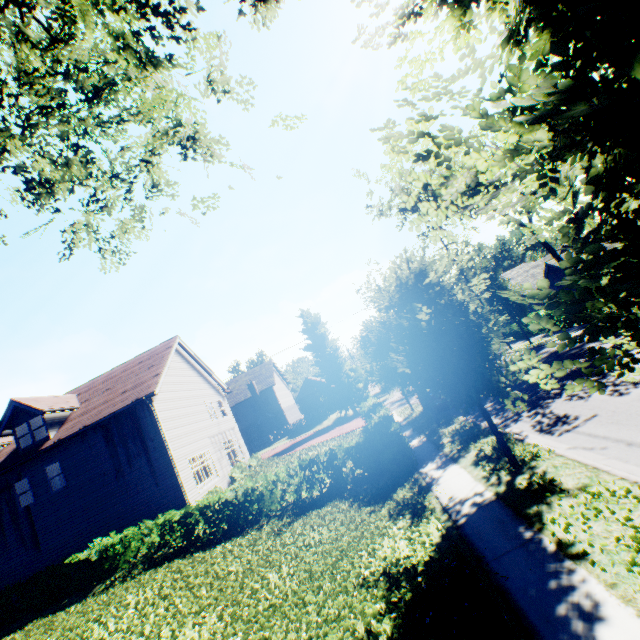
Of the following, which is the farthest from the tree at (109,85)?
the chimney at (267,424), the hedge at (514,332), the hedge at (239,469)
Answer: the hedge at (239,469)

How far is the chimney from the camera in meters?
44.0 m

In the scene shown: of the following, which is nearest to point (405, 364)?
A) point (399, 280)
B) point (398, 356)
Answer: point (398, 356)

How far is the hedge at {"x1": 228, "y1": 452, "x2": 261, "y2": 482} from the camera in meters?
22.0

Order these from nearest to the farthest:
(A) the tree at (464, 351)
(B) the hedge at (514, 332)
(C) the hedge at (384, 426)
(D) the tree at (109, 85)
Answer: (A) the tree at (464, 351) < (D) the tree at (109, 85) < (C) the hedge at (384, 426) < (B) the hedge at (514, 332)

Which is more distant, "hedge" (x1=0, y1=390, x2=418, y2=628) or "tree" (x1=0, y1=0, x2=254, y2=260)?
"hedge" (x1=0, y1=390, x2=418, y2=628)

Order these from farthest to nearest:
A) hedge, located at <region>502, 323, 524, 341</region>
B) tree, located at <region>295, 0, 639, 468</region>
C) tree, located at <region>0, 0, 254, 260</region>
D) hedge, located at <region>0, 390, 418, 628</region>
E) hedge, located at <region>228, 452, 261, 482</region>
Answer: hedge, located at <region>502, 323, 524, 341</region>, hedge, located at <region>228, 452, 261, 482</region>, hedge, located at <region>0, 390, 418, 628</region>, tree, located at <region>0, 0, 254, 260</region>, tree, located at <region>295, 0, 639, 468</region>

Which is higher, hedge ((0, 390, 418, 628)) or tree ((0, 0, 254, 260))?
tree ((0, 0, 254, 260))
